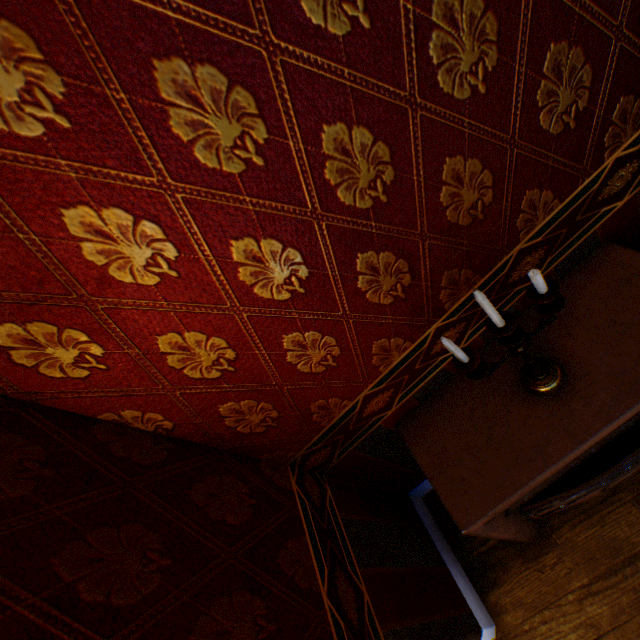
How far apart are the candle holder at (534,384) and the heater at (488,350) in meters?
0.0 m

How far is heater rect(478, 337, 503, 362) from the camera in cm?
140

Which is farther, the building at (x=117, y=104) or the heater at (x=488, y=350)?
the heater at (x=488, y=350)

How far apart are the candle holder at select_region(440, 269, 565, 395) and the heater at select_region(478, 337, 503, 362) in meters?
0.0 m

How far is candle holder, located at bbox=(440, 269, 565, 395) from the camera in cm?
92

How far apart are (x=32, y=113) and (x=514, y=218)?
1.31m

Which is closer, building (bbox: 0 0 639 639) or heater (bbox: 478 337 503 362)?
building (bbox: 0 0 639 639)
